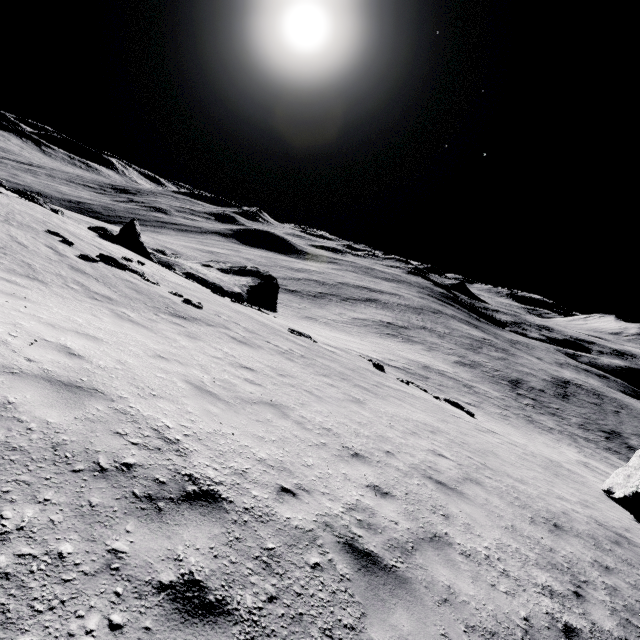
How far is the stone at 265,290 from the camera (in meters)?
Result: 25.33

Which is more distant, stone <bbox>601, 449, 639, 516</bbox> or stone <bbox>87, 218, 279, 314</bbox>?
stone <bbox>87, 218, 279, 314</bbox>

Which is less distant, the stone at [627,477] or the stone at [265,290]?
the stone at [627,477]

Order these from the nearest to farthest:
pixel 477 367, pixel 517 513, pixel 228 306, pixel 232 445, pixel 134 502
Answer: pixel 134 502 < pixel 232 445 < pixel 517 513 < pixel 228 306 < pixel 477 367

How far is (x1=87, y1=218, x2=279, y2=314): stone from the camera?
25.3 meters
